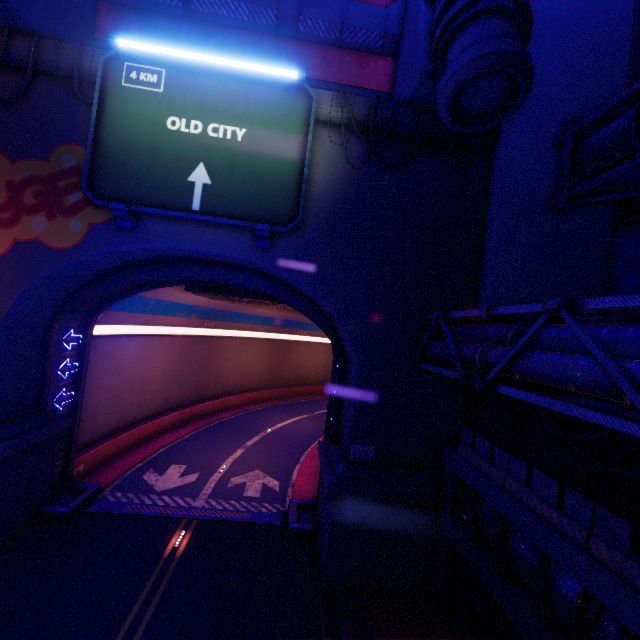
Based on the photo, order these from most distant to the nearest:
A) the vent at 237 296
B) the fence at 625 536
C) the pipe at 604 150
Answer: the vent at 237 296 < the pipe at 604 150 < the fence at 625 536

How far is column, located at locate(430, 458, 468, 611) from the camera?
11.48m

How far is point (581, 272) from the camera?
10.67m

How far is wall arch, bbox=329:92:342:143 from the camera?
12.3 meters

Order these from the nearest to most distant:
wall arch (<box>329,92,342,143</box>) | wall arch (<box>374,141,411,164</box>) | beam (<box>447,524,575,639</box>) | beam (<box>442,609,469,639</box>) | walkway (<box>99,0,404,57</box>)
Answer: beam (<box>447,524,575,639</box>), beam (<box>442,609,469,639</box>), wall arch (<box>329,92,342,143</box>), wall arch (<box>374,141,411,164</box>), walkway (<box>99,0,404,57</box>)

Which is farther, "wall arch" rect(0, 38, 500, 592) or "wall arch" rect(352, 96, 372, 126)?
"wall arch" rect(352, 96, 372, 126)

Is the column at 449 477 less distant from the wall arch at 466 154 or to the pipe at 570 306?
the wall arch at 466 154

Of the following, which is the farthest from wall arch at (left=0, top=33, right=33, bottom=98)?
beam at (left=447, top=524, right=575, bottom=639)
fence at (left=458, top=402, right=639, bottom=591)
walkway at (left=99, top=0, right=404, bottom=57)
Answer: walkway at (left=99, top=0, right=404, bottom=57)
